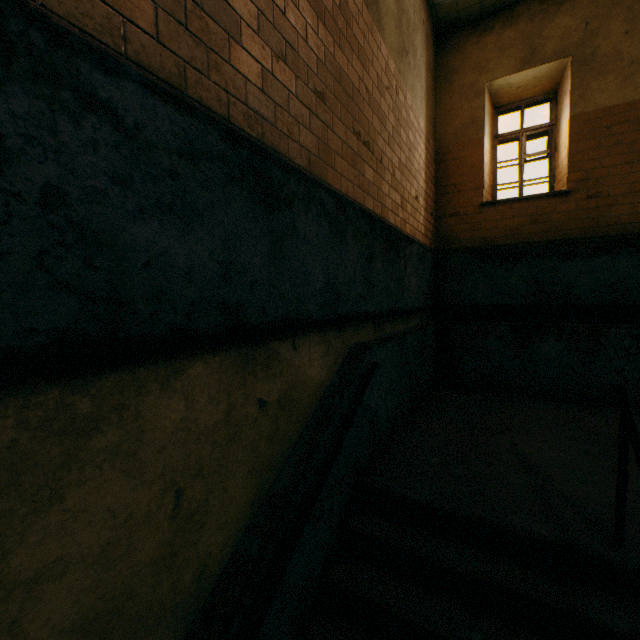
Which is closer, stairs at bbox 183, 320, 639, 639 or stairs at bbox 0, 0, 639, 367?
stairs at bbox 0, 0, 639, 367

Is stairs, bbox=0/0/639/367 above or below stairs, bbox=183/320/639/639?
above

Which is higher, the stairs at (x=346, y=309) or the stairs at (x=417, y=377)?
the stairs at (x=346, y=309)

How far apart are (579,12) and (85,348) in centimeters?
777cm

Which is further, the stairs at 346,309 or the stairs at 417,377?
the stairs at 417,377
